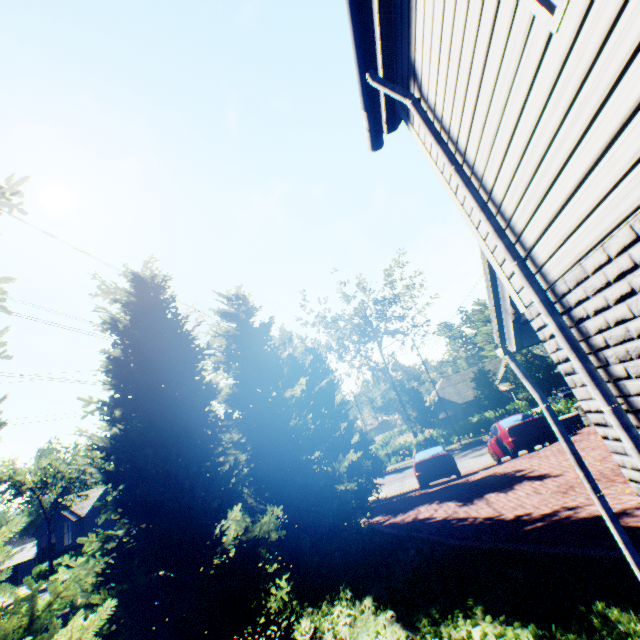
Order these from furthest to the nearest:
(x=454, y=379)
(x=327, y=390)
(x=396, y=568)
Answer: (x=454, y=379)
(x=327, y=390)
(x=396, y=568)

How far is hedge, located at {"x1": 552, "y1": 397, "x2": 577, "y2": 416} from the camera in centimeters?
2003cm

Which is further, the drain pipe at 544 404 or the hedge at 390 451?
the hedge at 390 451

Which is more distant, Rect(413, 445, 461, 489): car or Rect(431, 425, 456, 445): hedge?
Rect(431, 425, 456, 445): hedge

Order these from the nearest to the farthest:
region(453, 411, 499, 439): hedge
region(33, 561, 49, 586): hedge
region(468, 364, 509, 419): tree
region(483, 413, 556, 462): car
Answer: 1. region(483, 413, 556, 462): car
2. region(468, 364, 509, 419): tree
3. region(453, 411, 499, 439): hedge
4. region(33, 561, 49, 586): hedge

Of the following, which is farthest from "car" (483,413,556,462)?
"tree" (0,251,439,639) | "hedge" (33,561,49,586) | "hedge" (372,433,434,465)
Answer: "hedge" (33,561,49,586)

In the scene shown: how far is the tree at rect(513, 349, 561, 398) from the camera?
23.02m

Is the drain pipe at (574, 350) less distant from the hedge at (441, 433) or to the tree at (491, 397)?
the tree at (491, 397)
